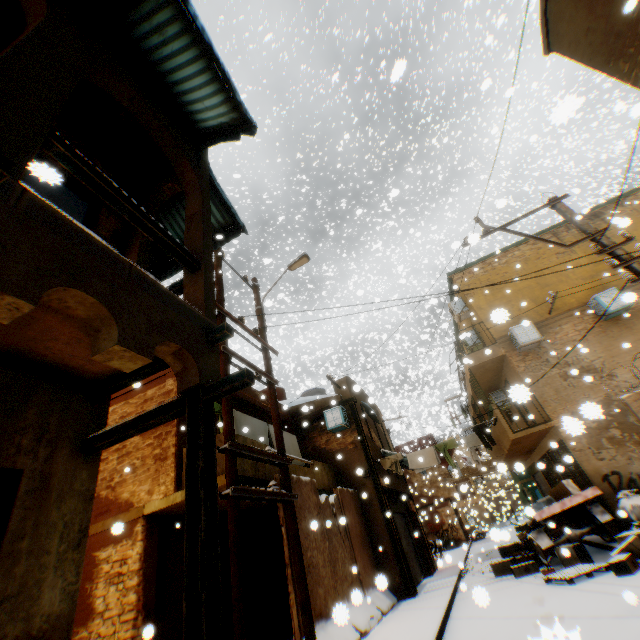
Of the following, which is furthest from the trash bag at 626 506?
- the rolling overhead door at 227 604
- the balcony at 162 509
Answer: the rolling overhead door at 227 604

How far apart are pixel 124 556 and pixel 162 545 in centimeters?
86cm

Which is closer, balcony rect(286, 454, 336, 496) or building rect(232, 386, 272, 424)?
balcony rect(286, 454, 336, 496)

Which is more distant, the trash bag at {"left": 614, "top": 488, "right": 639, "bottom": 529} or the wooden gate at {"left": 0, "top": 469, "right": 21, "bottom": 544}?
the trash bag at {"left": 614, "top": 488, "right": 639, "bottom": 529}

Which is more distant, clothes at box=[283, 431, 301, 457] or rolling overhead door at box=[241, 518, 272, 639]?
clothes at box=[283, 431, 301, 457]

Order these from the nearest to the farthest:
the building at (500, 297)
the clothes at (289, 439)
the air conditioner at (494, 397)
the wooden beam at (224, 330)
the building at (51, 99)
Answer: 1. the building at (51, 99)
2. the wooden beam at (224, 330)
3. the building at (500, 297)
4. the clothes at (289, 439)
5. the air conditioner at (494, 397)

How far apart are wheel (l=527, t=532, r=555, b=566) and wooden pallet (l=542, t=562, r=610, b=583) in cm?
110

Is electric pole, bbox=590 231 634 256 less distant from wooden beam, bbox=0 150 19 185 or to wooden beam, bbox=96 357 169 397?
wooden beam, bbox=96 357 169 397
